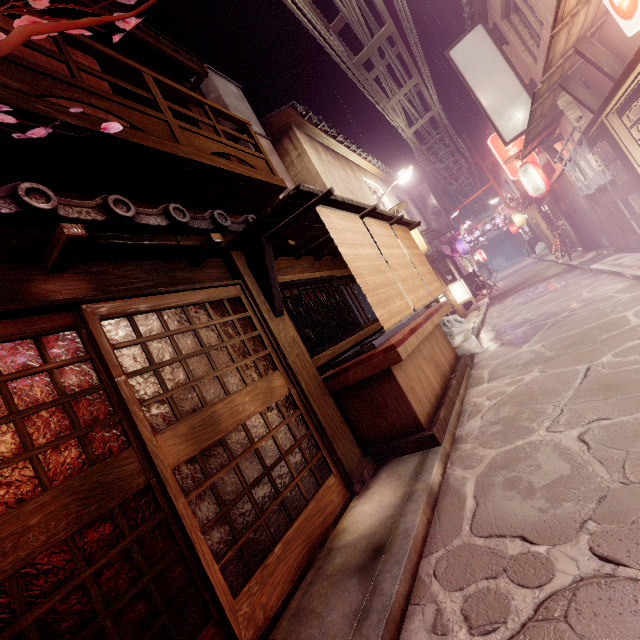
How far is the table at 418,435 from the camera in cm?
698

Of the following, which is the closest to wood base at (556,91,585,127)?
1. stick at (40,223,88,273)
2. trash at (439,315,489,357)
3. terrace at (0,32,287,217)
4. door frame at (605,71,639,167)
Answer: door frame at (605,71,639,167)

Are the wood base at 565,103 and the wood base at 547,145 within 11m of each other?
yes

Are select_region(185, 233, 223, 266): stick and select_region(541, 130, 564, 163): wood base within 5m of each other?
no

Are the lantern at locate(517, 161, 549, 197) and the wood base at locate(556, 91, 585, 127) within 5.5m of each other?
no

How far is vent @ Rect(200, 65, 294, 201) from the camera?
13.5 meters

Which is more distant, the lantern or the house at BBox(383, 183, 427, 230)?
the house at BBox(383, 183, 427, 230)

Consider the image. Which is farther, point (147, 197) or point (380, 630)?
point (147, 197)
